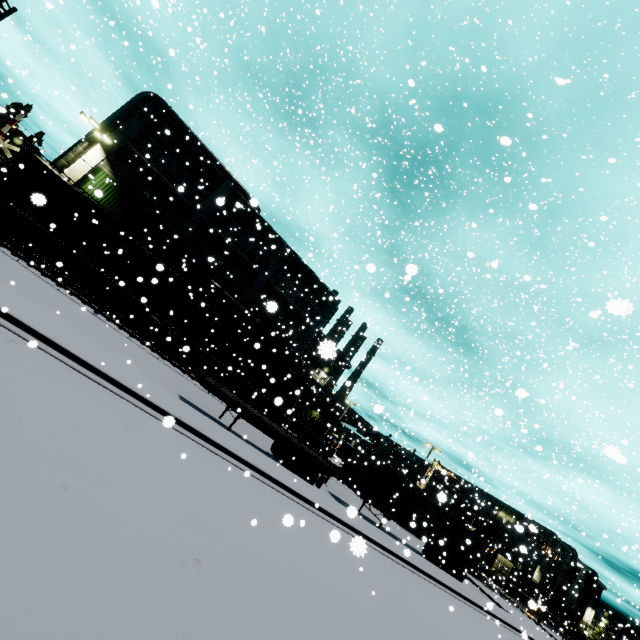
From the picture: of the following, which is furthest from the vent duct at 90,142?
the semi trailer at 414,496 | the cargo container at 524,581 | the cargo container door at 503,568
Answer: the cargo container door at 503,568

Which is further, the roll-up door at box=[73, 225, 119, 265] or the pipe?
the pipe

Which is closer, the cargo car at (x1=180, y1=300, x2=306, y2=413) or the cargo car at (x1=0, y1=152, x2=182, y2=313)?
the cargo car at (x1=0, y1=152, x2=182, y2=313)

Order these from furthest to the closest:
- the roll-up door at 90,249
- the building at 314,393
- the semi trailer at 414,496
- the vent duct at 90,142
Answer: the building at 314,393 < the roll-up door at 90,249 < the vent duct at 90,142 < the semi trailer at 414,496

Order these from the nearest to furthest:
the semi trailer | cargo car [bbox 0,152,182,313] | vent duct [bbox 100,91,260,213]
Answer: the semi trailer
cargo car [bbox 0,152,182,313]
vent duct [bbox 100,91,260,213]

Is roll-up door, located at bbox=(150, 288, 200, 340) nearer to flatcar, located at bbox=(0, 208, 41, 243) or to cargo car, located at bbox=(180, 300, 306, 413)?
cargo car, located at bbox=(180, 300, 306, 413)

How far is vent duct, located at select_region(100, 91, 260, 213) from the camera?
25.8 meters

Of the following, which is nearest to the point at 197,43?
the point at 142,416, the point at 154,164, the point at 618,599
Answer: the point at 142,416
